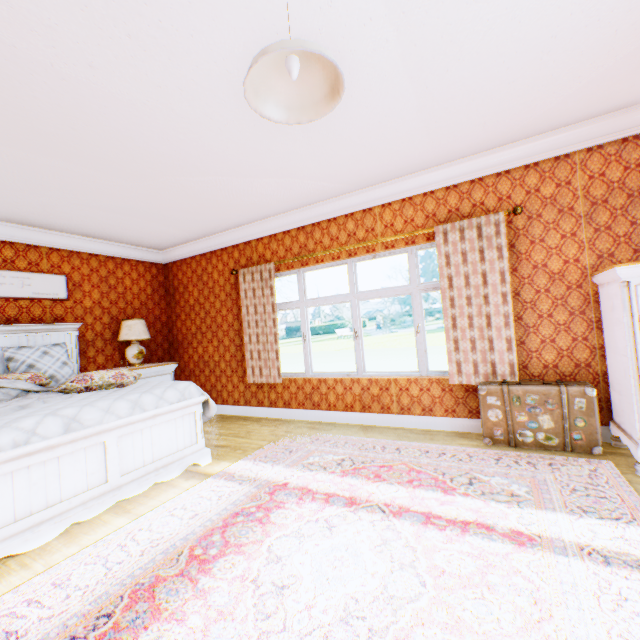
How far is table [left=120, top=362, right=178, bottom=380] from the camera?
5.1 meters

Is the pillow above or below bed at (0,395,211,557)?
above

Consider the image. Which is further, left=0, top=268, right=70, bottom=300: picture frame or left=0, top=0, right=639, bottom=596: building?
left=0, top=268, right=70, bottom=300: picture frame

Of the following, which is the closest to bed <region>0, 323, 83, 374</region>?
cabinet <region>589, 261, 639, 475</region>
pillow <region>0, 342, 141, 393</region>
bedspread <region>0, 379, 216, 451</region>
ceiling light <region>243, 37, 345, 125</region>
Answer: pillow <region>0, 342, 141, 393</region>

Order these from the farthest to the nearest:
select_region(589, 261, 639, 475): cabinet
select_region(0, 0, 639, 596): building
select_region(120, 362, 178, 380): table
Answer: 1. select_region(120, 362, 178, 380): table
2. select_region(589, 261, 639, 475): cabinet
3. select_region(0, 0, 639, 596): building

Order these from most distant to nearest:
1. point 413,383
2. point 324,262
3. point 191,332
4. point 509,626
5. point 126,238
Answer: point 191,332
point 126,238
point 324,262
point 413,383
point 509,626

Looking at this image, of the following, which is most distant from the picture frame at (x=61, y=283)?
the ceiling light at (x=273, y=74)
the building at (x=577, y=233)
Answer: the ceiling light at (x=273, y=74)

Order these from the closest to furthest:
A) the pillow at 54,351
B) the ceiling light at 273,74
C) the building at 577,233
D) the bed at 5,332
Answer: the ceiling light at 273,74, the building at 577,233, the pillow at 54,351, the bed at 5,332
